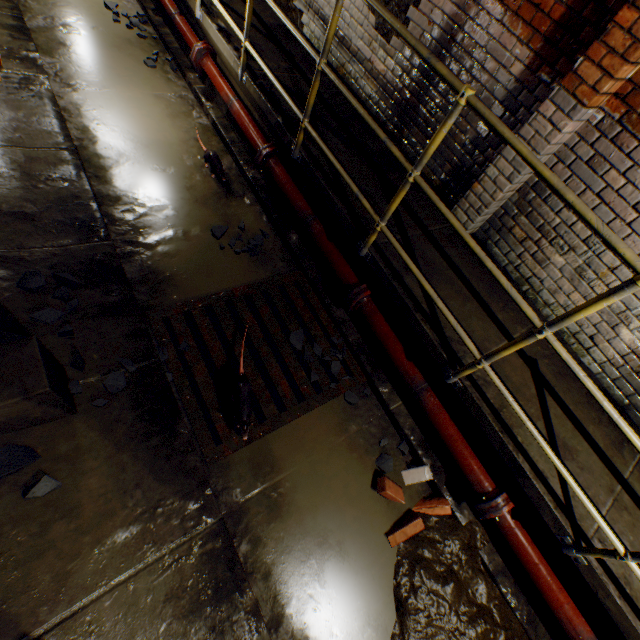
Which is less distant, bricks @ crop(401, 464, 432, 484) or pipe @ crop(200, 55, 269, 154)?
bricks @ crop(401, 464, 432, 484)

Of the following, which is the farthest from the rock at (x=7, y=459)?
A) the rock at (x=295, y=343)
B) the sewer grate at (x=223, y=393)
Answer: the rock at (x=295, y=343)

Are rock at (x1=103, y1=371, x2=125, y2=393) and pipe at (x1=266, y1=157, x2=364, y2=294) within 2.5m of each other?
yes

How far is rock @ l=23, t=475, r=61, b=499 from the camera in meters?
1.8

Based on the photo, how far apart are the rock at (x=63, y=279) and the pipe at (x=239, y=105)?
2.4 meters

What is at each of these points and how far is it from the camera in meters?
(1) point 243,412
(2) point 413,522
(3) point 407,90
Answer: (1) rat, 2.4 m
(2) bricks, 2.6 m
(3) building tunnel, 3.5 m

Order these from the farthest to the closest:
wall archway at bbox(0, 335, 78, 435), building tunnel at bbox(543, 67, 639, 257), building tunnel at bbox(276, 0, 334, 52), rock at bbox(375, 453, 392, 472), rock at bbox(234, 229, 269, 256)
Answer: building tunnel at bbox(276, 0, 334, 52) < rock at bbox(234, 229, 269, 256) < rock at bbox(375, 453, 392, 472) < building tunnel at bbox(543, 67, 639, 257) < wall archway at bbox(0, 335, 78, 435)

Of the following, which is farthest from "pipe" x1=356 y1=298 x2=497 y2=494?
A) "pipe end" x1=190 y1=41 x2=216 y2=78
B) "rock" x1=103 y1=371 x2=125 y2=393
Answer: "pipe end" x1=190 y1=41 x2=216 y2=78
